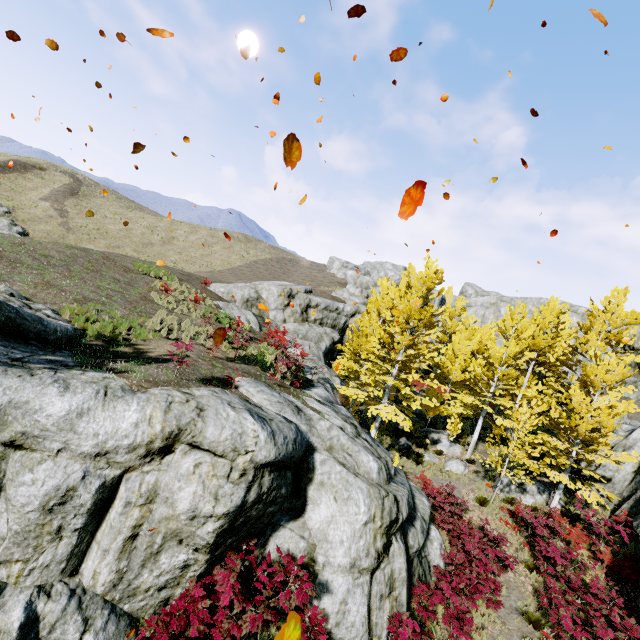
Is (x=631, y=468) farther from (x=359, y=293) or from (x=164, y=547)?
(x=359, y=293)

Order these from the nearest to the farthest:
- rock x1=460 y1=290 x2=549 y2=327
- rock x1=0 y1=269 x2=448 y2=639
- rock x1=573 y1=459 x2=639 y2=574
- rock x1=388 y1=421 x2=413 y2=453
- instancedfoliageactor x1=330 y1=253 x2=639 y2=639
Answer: rock x1=0 y1=269 x2=448 y2=639
instancedfoliageactor x1=330 y1=253 x2=639 y2=639
rock x1=573 y1=459 x2=639 y2=574
rock x1=388 y1=421 x2=413 y2=453
rock x1=460 y1=290 x2=549 y2=327

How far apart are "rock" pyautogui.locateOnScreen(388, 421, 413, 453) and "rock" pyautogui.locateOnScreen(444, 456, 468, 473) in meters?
3.1 m

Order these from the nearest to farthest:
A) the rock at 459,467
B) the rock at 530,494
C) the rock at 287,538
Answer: the rock at 287,538
the rock at 530,494
the rock at 459,467

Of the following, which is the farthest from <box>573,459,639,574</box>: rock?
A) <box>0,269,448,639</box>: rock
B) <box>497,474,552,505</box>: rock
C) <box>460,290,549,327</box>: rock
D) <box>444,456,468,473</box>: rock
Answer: <box>460,290,549,327</box>: rock

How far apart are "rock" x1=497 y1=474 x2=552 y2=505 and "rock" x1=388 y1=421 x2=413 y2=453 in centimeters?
547cm

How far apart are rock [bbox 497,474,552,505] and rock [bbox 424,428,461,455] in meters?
2.6

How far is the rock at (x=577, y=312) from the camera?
34.4m
